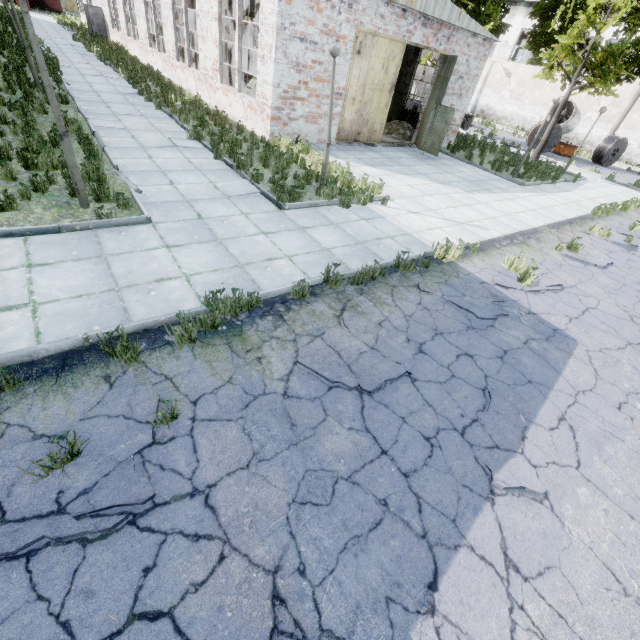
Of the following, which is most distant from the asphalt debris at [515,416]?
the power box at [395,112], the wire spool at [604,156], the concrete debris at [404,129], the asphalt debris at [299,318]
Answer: the wire spool at [604,156]

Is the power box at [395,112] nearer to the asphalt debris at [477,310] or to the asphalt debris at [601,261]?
the asphalt debris at [601,261]

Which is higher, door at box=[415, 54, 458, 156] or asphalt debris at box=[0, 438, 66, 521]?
door at box=[415, 54, 458, 156]

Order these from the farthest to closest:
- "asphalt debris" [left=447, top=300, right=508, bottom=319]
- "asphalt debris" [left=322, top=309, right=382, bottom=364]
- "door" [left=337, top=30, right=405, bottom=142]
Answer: "door" [left=337, top=30, right=405, bottom=142] < "asphalt debris" [left=447, top=300, right=508, bottom=319] < "asphalt debris" [left=322, top=309, right=382, bottom=364]

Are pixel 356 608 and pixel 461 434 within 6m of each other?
yes

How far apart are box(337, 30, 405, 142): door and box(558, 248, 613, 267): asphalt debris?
9.5 meters

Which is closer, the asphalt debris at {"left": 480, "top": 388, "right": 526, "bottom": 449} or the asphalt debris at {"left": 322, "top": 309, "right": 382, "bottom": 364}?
the asphalt debris at {"left": 480, "top": 388, "right": 526, "bottom": 449}

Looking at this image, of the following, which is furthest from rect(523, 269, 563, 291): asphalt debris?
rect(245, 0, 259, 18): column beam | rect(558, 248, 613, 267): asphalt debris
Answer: rect(245, 0, 259, 18): column beam
